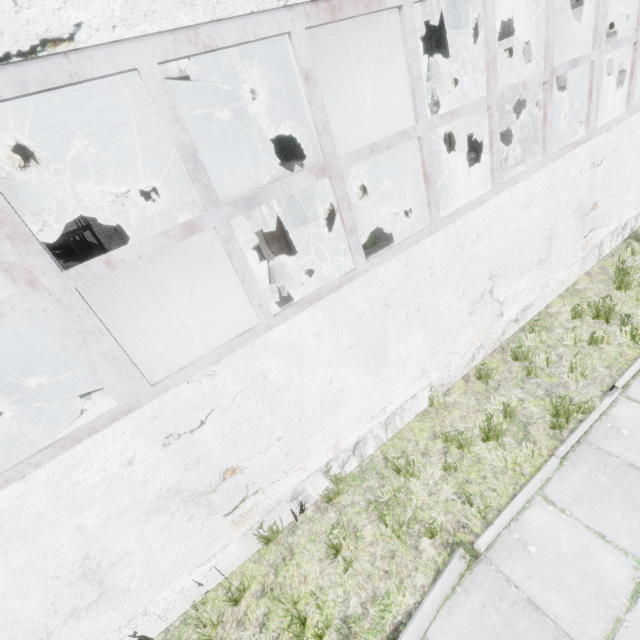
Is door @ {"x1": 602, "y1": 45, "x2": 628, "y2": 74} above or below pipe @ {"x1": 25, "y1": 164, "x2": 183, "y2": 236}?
below

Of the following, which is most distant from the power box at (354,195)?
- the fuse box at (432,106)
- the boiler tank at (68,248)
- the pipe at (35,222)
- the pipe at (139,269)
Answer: the fuse box at (432,106)

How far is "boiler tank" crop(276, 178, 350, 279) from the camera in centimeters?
969cm

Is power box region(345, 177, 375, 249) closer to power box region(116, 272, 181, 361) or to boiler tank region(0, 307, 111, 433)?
power box region(116, 272, 181, 361)

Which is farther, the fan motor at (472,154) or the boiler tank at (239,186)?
the fan motor at (472,154)

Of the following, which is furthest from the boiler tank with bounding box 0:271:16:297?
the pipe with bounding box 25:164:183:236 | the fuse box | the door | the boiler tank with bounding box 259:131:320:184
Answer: the door

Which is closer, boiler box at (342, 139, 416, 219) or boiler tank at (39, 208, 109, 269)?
boiler tank at (39, 208, 109, 269)

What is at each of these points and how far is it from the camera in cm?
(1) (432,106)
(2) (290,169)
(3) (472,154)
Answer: (1) fuse box, 2577
(2) boiler tank, 962
(3) fan motor, 1425
